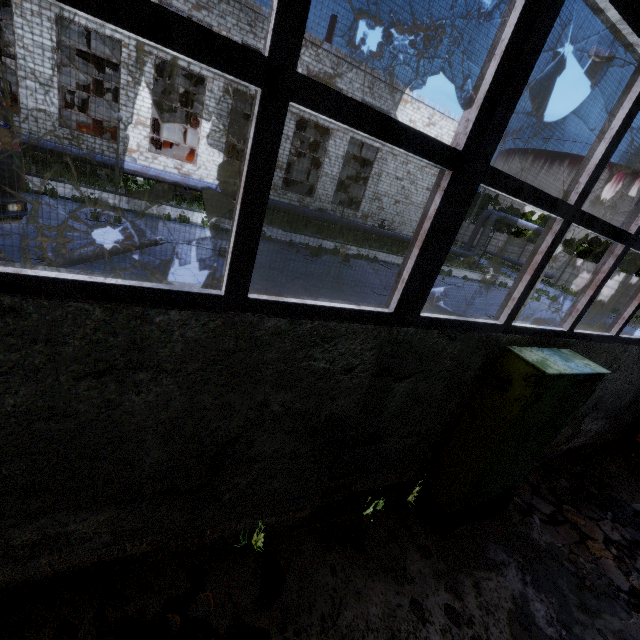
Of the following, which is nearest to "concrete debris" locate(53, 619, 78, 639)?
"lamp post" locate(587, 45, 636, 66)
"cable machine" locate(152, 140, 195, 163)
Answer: "lamp post" locate(587, 45, 636, 66)

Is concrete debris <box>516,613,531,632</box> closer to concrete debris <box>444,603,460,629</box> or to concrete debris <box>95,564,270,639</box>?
concrete debris <box>444,603,460,629</box>

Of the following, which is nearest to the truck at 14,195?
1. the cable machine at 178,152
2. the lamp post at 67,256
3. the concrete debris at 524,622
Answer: the lamp post at 67,256

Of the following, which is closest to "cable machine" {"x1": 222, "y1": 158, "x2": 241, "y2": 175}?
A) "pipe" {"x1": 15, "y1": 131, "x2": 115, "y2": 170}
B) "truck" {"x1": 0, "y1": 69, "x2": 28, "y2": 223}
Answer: "pipe" {"x1": 15, "y1": 131, "x2": 115, "y2": 170}

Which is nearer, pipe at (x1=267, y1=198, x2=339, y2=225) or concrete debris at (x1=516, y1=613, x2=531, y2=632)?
concrete debris at (x1=516, y1=613, x2=531, y2=632)

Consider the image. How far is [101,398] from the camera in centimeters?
189cm

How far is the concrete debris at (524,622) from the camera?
3.30m

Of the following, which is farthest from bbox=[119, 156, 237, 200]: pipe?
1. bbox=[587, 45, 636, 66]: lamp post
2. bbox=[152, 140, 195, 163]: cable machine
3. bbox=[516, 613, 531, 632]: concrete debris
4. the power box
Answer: bbox=[516, 613, 531, 632]: concrete debris
